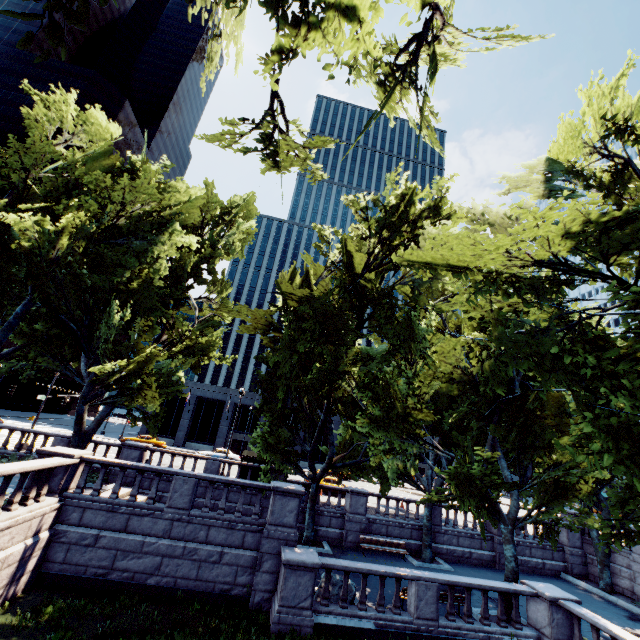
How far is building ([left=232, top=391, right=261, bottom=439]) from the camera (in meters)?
51.25

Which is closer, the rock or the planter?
the rock

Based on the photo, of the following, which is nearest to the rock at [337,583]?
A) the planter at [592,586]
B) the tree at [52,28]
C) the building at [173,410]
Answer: the tree at [52,28]

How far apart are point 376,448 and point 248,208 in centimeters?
2239cm

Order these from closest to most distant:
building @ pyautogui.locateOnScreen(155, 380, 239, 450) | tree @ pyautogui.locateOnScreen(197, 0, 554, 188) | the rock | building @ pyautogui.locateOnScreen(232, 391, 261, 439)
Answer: tree @ pyautogui.locateOnScreen(197, 0, 554, 188)
the rock
building @ pyautogui.locateOnScreen(155, 380, 239, 450)
building @ pyautogui.locateOnScreen(232, 391, 261, 439)

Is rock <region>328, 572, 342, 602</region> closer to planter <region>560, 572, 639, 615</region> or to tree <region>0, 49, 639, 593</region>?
tree <region>0, 49, 639, 593</region>

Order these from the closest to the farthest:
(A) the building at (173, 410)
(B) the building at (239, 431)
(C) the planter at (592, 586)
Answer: (C) the planter at (592, 586) → (A) the building at (173, 410) → (B) the building at (239, 431)

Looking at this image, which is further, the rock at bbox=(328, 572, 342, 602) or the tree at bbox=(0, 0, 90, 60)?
the rock at bbox=(328, 572, 342, 602)
